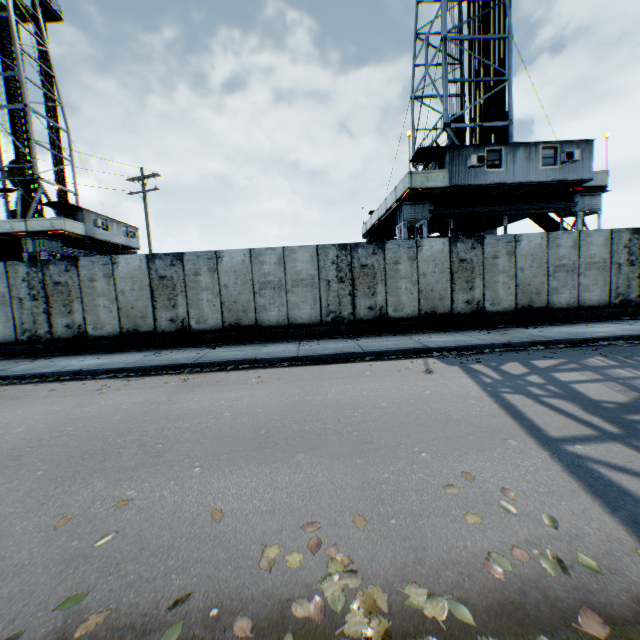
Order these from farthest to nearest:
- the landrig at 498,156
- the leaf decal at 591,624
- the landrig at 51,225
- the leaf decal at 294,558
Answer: the landrig at 51,225
the landrig at 498,156
the leaf decal at 294,558
the leaf decal at 591,624

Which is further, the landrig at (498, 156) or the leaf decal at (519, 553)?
the landrig at (498, 156)

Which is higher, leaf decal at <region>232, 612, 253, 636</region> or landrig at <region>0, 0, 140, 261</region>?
landrig at <region>0, 0, 140, 261</region>

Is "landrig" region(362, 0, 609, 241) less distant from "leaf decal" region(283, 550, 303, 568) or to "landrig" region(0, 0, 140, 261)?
"leaf decal" region(283, 550, 303, 568)

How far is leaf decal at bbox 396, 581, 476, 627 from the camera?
1.9m

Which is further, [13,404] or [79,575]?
[13,404]
